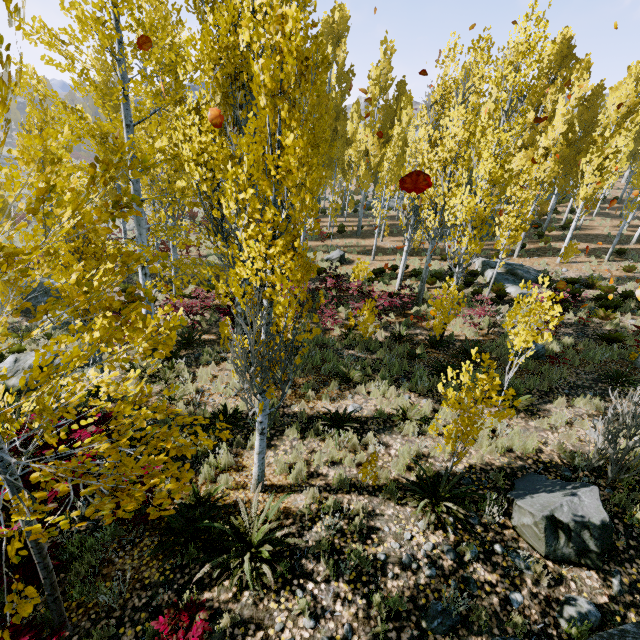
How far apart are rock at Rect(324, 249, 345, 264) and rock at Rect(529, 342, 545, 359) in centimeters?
1234cm

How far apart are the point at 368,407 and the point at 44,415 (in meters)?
6.77

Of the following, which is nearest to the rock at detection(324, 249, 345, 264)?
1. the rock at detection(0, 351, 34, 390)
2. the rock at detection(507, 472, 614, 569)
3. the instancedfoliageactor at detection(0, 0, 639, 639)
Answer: the instancedfoliageactor at detection(0, 0, 639, 639)

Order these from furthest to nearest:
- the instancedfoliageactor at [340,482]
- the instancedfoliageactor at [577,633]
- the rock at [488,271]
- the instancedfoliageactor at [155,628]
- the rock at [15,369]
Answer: the rock at [488,271] → the rock at [15,369] → the instancedfoliageactor at [340,482] → the instancedfoliageactor at [577,633] → the instancedfoliageactor at [155,628]

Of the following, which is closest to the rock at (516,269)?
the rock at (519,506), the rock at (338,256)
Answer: the rock at (519,506)

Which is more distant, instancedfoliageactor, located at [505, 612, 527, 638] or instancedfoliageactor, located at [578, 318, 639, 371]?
instancedfoliageactor, located at [578, 318, 639, 371]

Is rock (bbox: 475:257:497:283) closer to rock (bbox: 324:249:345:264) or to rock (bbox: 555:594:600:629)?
rock (bbox: 555:594:600:629)

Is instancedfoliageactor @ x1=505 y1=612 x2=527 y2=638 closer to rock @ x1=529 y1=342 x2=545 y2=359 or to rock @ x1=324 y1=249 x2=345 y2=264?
rock @ x1=324 y1=249 x2=345 y2=264
